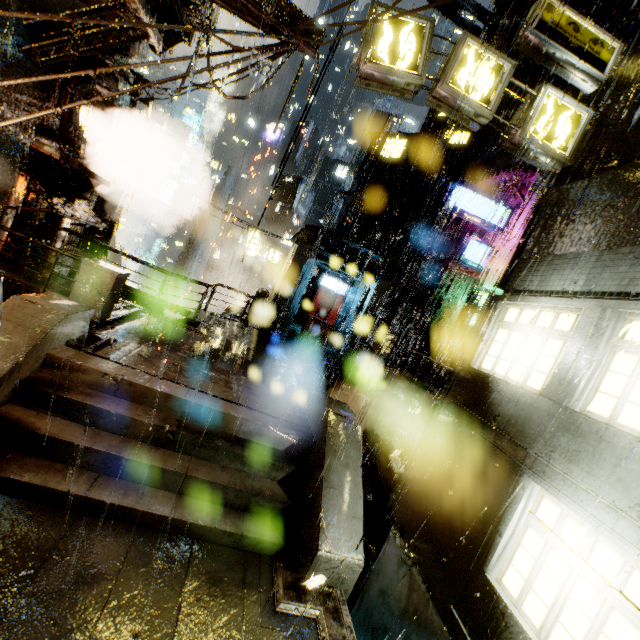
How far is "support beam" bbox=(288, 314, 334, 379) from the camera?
13.0m

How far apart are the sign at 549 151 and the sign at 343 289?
19.0 meters

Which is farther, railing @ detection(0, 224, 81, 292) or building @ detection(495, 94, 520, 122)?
building @ detection(495, 94, 520, 122)

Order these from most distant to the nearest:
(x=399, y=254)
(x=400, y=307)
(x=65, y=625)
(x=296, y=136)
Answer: (x=399, y=254) → (x=400, y=307) → (x=296, y=136) → (x=65, y=625)

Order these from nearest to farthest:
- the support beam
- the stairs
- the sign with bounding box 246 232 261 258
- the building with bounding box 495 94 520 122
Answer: the stairs, the support beam, the building with bounding box 495 94 520 122, the sign with bounding box 246 232 261 258

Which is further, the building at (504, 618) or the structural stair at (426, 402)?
the structural stair at (426, 402)

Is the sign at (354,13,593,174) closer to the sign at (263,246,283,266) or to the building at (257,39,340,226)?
the building at (257,39,340,226)

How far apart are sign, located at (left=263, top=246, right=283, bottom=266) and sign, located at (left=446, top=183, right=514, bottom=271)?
13.03m
